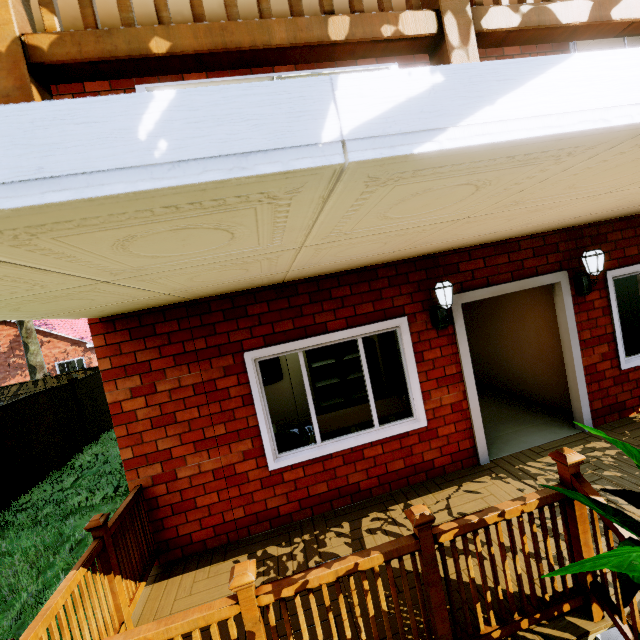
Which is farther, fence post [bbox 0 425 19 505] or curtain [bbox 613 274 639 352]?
fence post [bbox 0 425 19 505]

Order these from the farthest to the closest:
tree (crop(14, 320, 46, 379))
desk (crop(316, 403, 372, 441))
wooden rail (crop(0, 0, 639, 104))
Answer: tree (crop(14, 320, 46, 379)), desk (crop(316, 403, 372, 441)), wooden rail (crop(0, 0, 639, 104))

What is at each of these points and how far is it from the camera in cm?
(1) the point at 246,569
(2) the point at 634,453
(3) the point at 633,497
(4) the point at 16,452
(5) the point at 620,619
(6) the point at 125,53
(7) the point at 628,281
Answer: (1) wooden rail, 180
(2) plant, 139
(3) plant, 142
(4) fence, 811
(5) stairs, 199
(6) wooden rail, 74
(7) curtain, 472

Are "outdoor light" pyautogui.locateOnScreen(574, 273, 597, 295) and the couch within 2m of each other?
no

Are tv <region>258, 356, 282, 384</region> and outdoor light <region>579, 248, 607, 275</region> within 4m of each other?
no

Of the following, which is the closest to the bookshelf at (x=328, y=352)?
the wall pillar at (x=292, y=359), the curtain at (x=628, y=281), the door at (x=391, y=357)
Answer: the wall pillar at (x=292, y=359)

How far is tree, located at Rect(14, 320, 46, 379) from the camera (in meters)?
19.00

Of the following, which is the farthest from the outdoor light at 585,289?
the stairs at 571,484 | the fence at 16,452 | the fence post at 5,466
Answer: the fence post at 5,466
